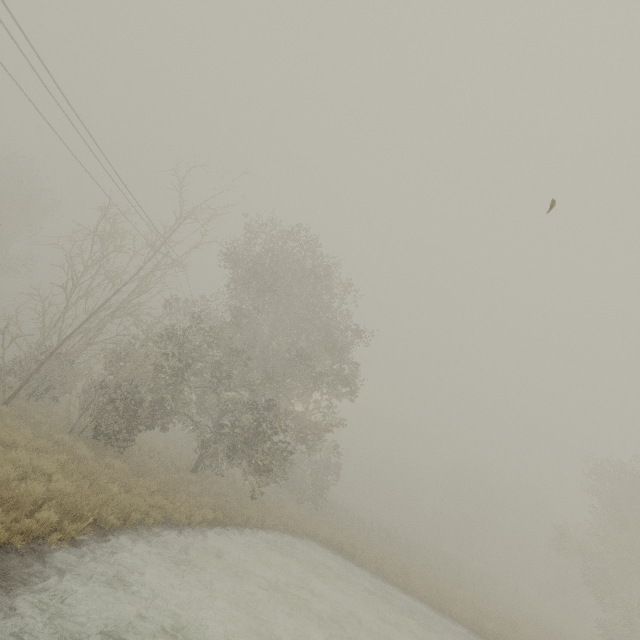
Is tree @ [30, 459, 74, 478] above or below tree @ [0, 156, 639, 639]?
below

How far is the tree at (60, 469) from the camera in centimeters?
894cm

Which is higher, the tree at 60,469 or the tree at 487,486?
the tree at 487,486

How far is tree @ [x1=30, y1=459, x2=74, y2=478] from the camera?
8.9m

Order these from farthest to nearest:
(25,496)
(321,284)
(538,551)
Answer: (538,551) < (321,284) < (25,496)

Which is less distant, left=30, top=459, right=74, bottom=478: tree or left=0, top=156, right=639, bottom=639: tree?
left=30, top=459, right=74, bottom=478: tree
